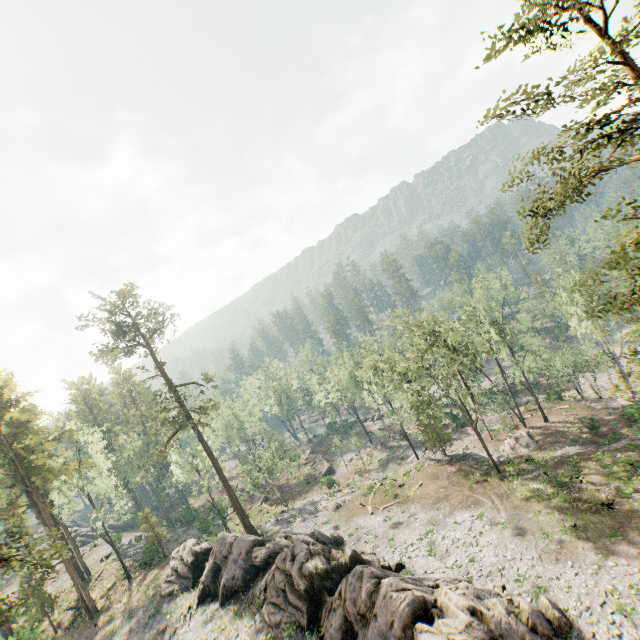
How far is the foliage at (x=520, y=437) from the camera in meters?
38.2

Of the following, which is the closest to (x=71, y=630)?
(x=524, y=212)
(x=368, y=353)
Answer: (x=368, y=353)

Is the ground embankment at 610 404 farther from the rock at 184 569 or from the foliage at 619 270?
the rock at 184 569

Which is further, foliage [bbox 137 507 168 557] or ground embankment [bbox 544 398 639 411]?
foliage [bbox 137 507 168 557]

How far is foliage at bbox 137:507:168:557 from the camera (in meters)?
41.84

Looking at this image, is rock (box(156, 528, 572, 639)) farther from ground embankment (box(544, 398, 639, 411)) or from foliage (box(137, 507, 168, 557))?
ground embankment (box(544, 398, 639, 411))
